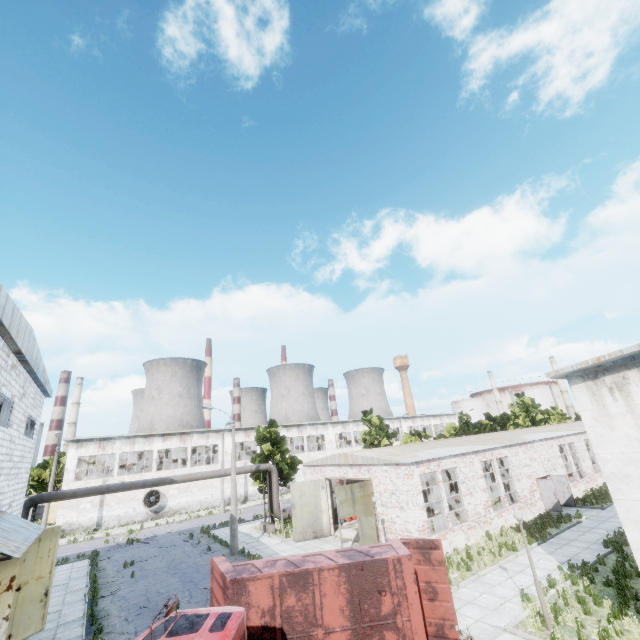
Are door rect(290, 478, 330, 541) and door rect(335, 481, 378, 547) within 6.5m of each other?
yes

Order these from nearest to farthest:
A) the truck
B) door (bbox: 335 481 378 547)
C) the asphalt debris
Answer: the truck → the asphalt debris → door (bbox: 335 481 378 547)

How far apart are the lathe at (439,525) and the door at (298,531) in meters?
7.5

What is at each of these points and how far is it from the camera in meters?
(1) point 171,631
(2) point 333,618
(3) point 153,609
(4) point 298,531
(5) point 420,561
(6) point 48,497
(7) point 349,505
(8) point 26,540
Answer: (1) truck, 7.4 m
(2) truck dump body, 9.2 m
(3) asphalt debris, 15.1 m
(4) door, 23.6 m
(5) truck dump back, 11.0 m
(6) pipe, 20.5 m
(7) door, 19.9 m
(8) awning, 10.9 m

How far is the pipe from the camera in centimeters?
2028cm

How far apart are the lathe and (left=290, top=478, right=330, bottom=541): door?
7.5 meters

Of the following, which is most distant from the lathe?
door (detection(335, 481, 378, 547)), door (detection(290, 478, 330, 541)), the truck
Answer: the truck

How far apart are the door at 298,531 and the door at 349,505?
5.3m
